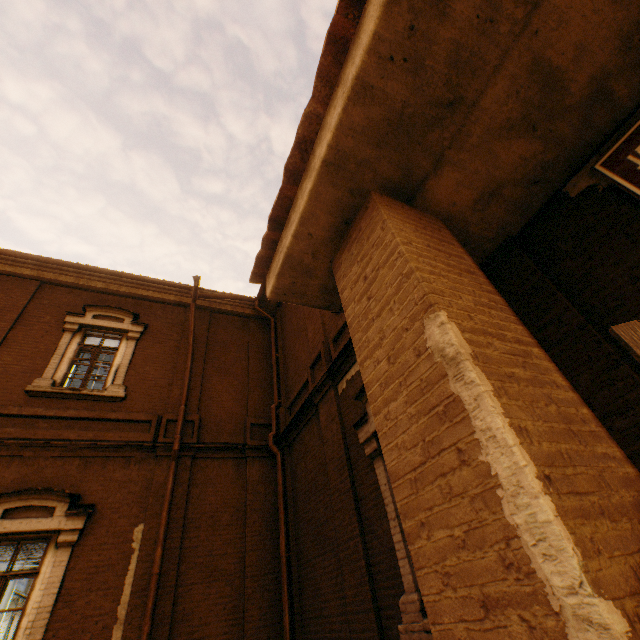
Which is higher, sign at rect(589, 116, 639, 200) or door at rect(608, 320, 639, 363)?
sign at rect(589, 116, 639, 200)

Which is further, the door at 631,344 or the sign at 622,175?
the sign at 622,175

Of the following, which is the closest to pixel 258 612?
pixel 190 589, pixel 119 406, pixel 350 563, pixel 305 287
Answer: pixel 190 589

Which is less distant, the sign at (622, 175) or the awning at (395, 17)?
the awning at (395, 17)

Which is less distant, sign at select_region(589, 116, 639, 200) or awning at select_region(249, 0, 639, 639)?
awning at select_region(249, 0, 639, 639)

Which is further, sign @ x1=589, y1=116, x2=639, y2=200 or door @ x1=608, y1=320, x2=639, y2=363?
sign @ x1=589, y1=116, x2=639, y2=200
